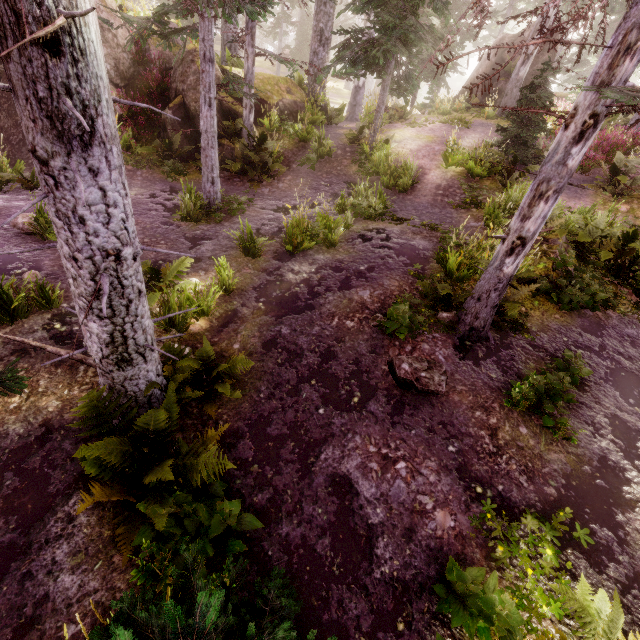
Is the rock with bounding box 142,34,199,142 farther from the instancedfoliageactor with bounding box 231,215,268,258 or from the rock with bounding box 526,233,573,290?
the rock with bounding box 526,233,573,290

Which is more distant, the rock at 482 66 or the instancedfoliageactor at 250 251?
the rock at 482 66

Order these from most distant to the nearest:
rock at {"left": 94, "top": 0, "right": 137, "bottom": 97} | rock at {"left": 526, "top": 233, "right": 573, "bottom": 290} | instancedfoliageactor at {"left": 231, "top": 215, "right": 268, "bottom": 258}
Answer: rock at {"left": 94, "top": 0, "right": 137, "bottom": 97} → instancedfoliageactor at {"left": 231, "top": 215, "right": 268, "bottom": 258} → rock at {"left": 526, "top": 233, "right": 573, "bottom": 290}

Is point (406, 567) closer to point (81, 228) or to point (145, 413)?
point (145, 413)

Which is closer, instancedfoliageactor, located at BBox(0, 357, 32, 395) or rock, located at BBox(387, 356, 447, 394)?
instancedfoliageactor, located at BBox(0, 357, 32, 395)

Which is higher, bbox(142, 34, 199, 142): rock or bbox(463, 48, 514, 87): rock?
bbox(463, 48, 514, 87): rock

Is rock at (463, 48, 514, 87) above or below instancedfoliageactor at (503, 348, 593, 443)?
above

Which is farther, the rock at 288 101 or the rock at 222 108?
the rock at 288 101
